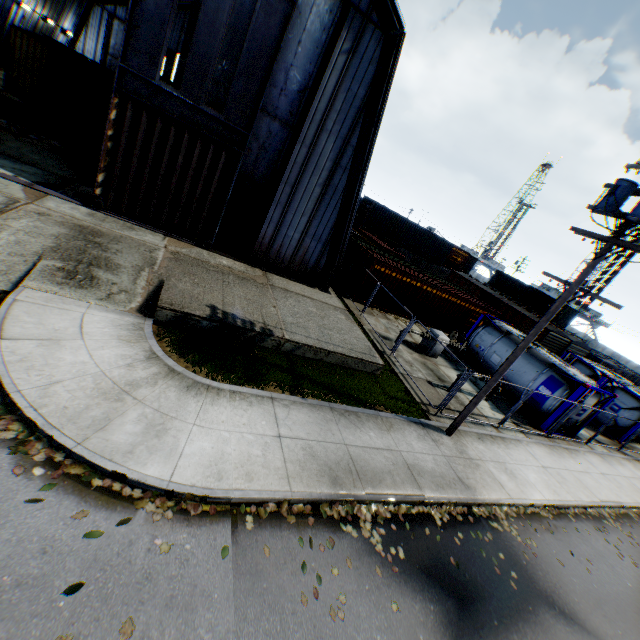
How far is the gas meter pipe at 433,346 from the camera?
17.0m

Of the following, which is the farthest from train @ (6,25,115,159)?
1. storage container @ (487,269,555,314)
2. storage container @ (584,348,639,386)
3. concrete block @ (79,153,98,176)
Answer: storage container @ (487,269,555,314)

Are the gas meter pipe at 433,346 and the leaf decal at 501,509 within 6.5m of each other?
no

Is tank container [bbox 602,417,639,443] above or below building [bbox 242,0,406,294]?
below

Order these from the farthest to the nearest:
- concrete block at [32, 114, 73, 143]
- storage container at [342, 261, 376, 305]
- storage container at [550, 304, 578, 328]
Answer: storage container at [550, 304, 578, 328]
storage container at [342, 261, 376, 305]
concrete block at [32, 114, 73, 143]

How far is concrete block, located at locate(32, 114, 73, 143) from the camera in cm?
1778

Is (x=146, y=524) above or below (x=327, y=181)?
below

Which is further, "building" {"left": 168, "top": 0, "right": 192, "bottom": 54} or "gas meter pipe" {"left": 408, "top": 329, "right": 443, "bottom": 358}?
"building" {"left": 168, "top": 0, "right": 192, "bottom": 54}
